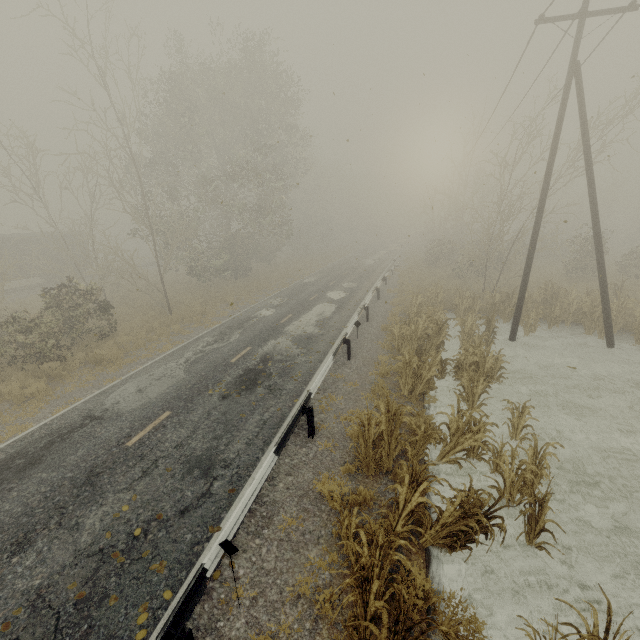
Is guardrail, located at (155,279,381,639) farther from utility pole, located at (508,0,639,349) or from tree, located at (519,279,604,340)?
utility pole, located at (508,0,639,349)

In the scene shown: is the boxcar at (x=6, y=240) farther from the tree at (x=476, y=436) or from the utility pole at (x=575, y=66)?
the utility pole at (x=575, y=66)

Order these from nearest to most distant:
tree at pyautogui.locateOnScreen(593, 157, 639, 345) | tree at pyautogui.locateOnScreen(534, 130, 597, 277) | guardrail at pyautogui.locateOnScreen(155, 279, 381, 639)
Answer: guardrail at pyautogui.locateOnScreen(155, 279, 381, 639) → tree at pyautogui.locateOnScreen(593, 157, 639, 345) → tree at pyautogui.locateOnScreen(534, 130, 597, 277)

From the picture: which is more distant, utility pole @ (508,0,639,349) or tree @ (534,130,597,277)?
tree @ (534,130,597,277)

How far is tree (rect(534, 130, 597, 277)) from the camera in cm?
1781

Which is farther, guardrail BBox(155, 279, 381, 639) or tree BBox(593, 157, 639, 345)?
tree BBox(593, 157, 639, 345)

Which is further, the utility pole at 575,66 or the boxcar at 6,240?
the boxcar at 6,240

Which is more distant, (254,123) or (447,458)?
(254,123)
